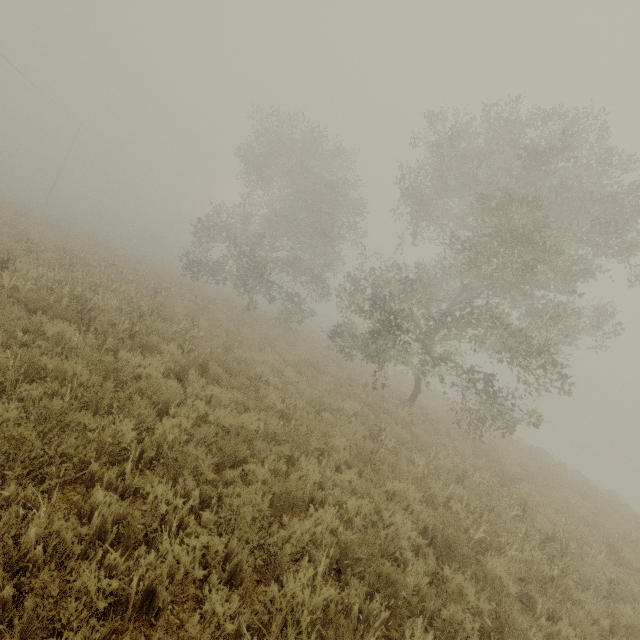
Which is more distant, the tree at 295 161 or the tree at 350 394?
the tree at 350 394

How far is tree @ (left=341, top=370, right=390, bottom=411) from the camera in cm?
1134

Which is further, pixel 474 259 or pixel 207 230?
pixel 207 230

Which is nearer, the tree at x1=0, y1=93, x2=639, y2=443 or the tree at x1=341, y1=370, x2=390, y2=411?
the tree at x1=0, y1=93, x2=639, y2=443

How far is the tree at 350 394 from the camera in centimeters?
1134cm
